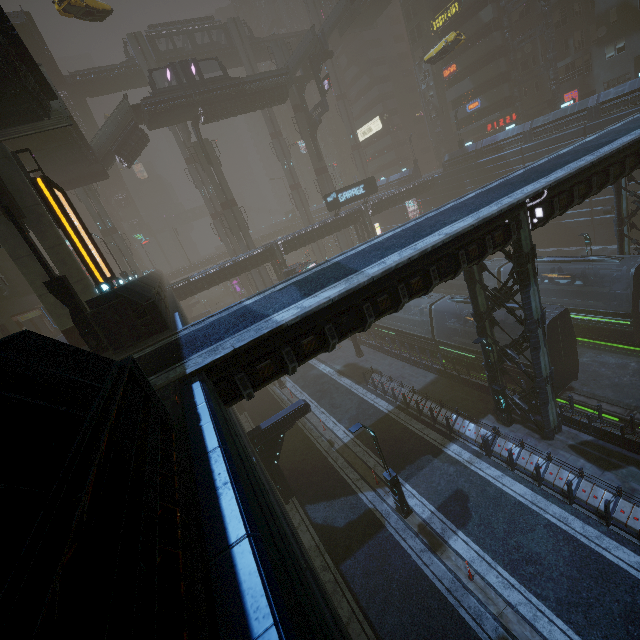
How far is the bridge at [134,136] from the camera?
34.41m

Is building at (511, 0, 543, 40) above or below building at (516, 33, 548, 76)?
above

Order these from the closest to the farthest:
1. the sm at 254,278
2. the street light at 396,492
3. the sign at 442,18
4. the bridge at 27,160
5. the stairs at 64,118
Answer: the street light at 396,492 < the stairs at 64,118 < the bridge at 27,160 < the sign at 442,18 < the sm at 254,278

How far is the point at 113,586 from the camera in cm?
155

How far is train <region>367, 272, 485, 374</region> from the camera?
22.0 meters

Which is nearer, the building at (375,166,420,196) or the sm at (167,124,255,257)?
the sm at (167,124,255,257)

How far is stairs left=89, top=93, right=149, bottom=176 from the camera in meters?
33.2

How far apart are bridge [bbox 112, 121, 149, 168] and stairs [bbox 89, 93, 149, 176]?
0.0m
